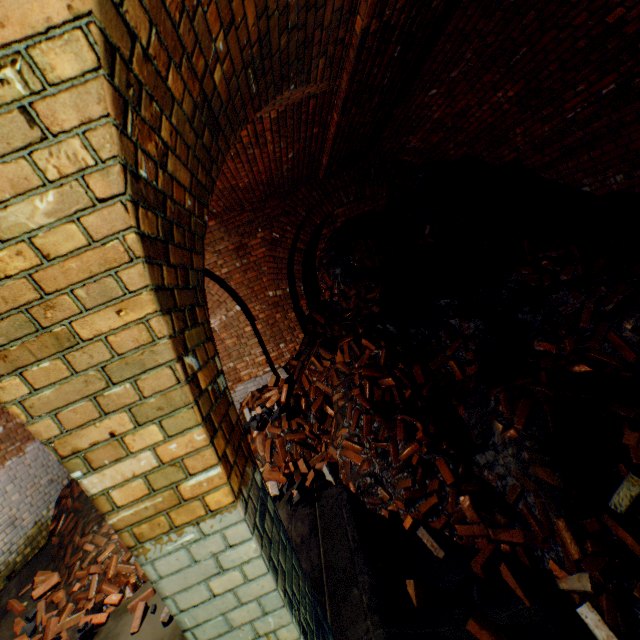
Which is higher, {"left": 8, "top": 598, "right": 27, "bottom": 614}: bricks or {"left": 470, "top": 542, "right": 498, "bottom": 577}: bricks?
{"left": 8, "top": 598, "right": 27, "bottom": 614}: bricks

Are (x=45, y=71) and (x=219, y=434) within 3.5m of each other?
yes

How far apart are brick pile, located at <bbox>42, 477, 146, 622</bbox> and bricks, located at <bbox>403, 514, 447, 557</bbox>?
3.7m

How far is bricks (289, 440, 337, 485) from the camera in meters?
4.4

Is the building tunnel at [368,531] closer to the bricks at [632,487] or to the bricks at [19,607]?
the bricks at [19,607]

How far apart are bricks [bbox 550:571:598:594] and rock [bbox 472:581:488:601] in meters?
0.5 m

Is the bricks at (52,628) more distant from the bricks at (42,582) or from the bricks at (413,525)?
the bricks at (413,525)

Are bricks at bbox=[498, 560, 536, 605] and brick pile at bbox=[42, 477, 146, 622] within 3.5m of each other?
no
